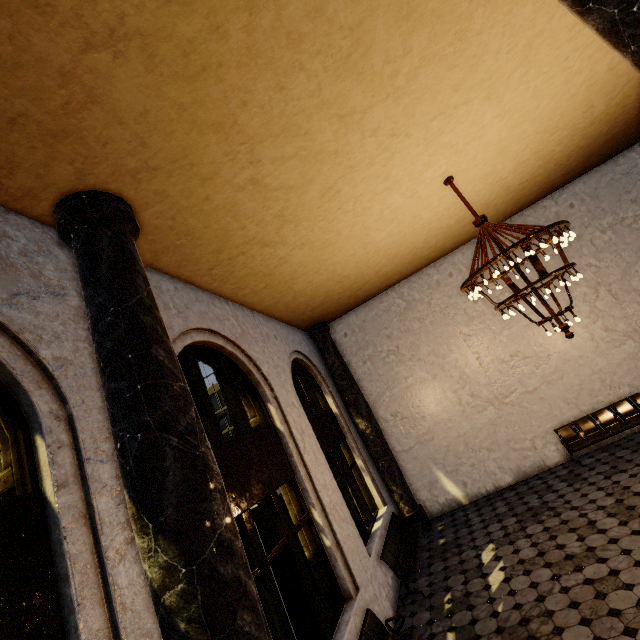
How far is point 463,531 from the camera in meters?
7.8 m
